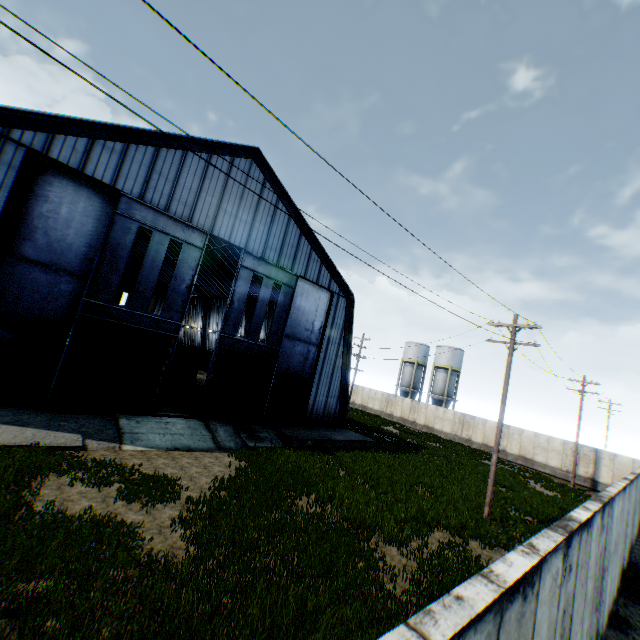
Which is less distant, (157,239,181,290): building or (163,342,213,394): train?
(163,342,213,394): train

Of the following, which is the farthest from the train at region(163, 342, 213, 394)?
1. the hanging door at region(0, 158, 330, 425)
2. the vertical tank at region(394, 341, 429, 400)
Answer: the vertical tank at region(394, 341, 429, 400)

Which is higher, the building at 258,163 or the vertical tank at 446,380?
the building at 258,163

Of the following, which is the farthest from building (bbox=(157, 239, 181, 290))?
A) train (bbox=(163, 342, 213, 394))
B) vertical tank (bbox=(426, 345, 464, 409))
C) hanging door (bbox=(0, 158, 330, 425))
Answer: vertical tank (bbox=(426, 345, 464, 409))

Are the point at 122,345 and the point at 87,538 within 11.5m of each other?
yes

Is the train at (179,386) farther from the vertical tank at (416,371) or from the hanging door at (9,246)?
the vertical tank at (416,371)

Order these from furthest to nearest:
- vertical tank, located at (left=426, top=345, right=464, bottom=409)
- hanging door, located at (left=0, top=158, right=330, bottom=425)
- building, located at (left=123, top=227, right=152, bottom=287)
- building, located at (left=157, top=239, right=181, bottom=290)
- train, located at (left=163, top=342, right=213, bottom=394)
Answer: vertical tank, located at (left=426, top=345, right=464, bottom=409)
building, located at (left=123, top=227, right=152, bottom=287)
building, located at (left=157, top=239, right=181, bottom=290)
train, located at (left=163, top=342, right=213, bottom=394)
hanging door, located at (left=0, top=158, right=330, bottom=425)

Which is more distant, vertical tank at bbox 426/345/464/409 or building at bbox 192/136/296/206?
vertical tank at bbox 426/345/464/409
